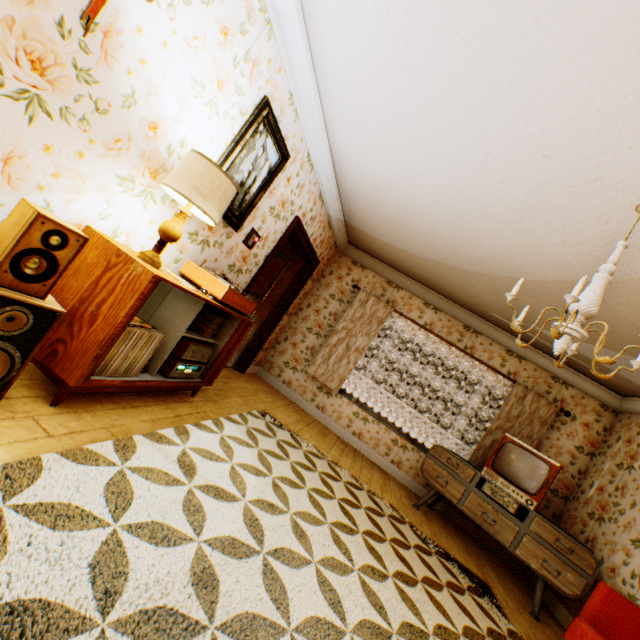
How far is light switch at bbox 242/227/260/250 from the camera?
3.62m

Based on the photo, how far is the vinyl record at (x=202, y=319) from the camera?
3.0 meters

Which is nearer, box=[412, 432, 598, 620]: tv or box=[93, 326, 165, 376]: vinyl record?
box=[93, 326, 165, 376]: vinyl record

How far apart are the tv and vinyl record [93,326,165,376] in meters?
4.2 m

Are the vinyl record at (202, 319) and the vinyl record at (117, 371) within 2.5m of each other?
yes

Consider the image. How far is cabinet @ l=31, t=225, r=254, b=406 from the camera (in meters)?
1.86

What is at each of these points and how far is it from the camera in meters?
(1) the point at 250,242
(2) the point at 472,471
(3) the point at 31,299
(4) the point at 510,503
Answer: (1) light switch, 3.7 m
(2) tv, 4.4 m
(3) speaker, 1.6 m
(4) amplifier, 4.1 m

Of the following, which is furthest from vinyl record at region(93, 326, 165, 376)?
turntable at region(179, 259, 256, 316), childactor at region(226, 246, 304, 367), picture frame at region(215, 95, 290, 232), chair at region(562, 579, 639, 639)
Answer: chair at region(562, 579, 639, 639)
